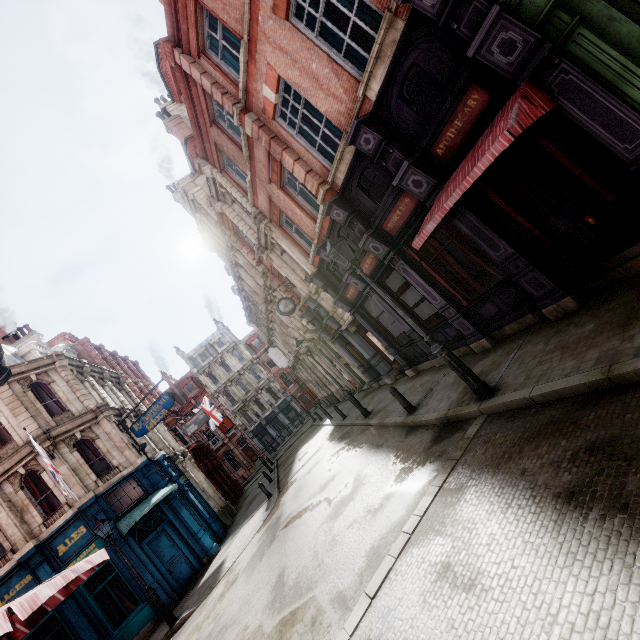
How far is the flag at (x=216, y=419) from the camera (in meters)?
31.64

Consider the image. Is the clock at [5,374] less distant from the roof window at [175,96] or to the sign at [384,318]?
the sign at [384,318]

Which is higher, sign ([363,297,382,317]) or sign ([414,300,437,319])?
sign ([363,297,382,317])

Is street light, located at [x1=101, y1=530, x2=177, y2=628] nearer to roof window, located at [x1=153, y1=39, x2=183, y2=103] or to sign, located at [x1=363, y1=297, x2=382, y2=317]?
sign, located at [x1=363, y1=297, x2=382, y2=317]

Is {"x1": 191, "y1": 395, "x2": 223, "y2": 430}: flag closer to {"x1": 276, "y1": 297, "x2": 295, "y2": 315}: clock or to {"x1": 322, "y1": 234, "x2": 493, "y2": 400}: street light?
{"x1": 276, "y1": 297, "x2": 295, "y2": 315}: clock

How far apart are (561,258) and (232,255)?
19.9m

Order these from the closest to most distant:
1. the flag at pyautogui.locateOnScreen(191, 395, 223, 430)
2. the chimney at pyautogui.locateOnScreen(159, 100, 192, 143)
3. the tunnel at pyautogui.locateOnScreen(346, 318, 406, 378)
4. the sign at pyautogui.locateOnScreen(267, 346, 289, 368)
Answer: the tunnel at pyautogui.locateOnScreen(346, 318, 406, 378) → the chimney at pyautogui.locateOnScreen(159, 100, 192, 143) → the sign at pyautogui.locateOnScreen(267, 346, 289, 368) → the flag at pyautogui.locateOnScreen(191, 395, 223, 430)

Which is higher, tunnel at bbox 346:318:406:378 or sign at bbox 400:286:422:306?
tunnel at bbox 346:318:406:378
